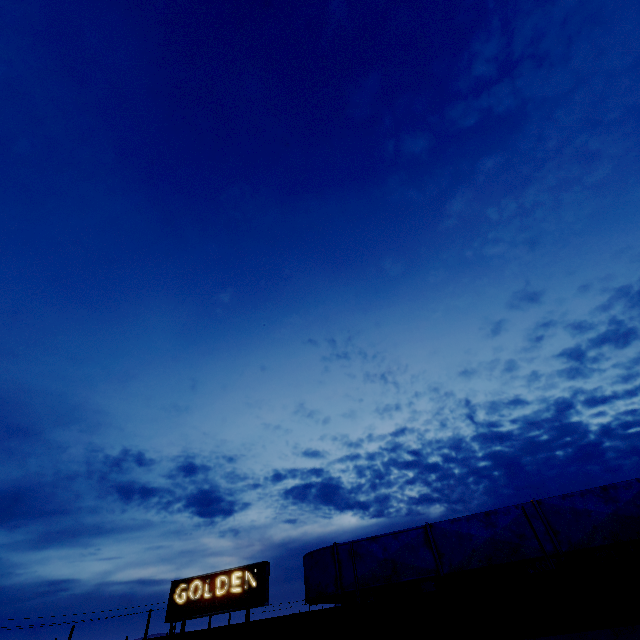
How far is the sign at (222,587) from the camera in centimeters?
1422cm

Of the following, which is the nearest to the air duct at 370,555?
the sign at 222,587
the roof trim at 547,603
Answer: the roof trim at 547,603

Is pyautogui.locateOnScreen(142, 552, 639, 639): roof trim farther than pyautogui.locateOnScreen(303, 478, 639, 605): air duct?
No

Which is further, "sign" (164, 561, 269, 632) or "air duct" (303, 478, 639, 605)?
"sign" (164, 561, 269, 632)

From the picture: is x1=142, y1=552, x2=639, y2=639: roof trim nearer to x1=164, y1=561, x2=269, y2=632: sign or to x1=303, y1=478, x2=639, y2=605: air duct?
x1=303, y1=478, x2=639, y2=605: air duct

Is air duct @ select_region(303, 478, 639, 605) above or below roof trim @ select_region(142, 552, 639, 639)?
above

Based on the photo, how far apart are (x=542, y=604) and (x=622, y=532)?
1.4 meters

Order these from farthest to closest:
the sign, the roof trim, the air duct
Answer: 1. the sign
2. the air duct
3. the roof trim
